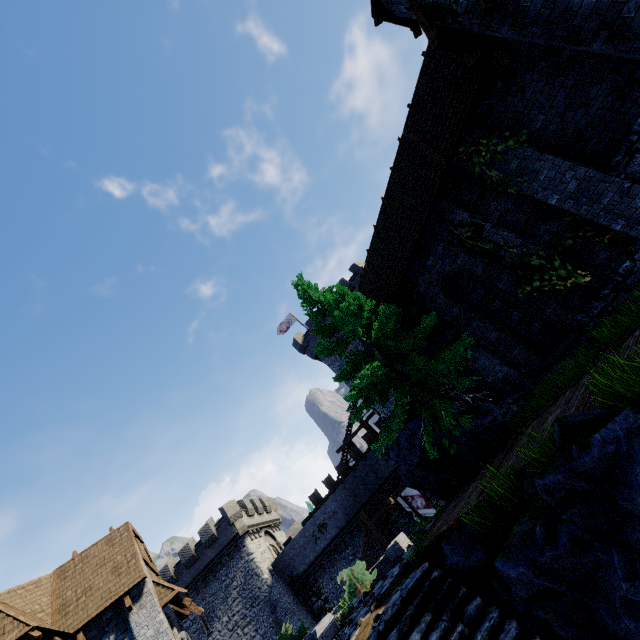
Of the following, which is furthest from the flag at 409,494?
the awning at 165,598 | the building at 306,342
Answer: the awning at 165,598

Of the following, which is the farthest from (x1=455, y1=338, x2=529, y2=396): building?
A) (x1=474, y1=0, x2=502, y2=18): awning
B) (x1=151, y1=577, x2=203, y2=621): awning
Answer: (x1=151, y1=577, x2=203, y2=621): awning

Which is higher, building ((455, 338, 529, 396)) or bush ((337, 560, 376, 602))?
building ((455, 338, 529, 396))

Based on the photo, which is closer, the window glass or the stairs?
the stairs

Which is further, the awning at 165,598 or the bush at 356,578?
the bush at 356,578

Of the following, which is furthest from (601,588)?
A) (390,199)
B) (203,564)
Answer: (203,564)

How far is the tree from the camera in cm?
921

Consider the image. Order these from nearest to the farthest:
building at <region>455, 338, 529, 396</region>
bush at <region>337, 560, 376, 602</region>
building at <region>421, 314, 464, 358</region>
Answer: building at <region>455, 338, 529, 396</region>
building at <region>421, 314, 464, 358</region>
bush at <region>337, 560, 376, 602</region>
